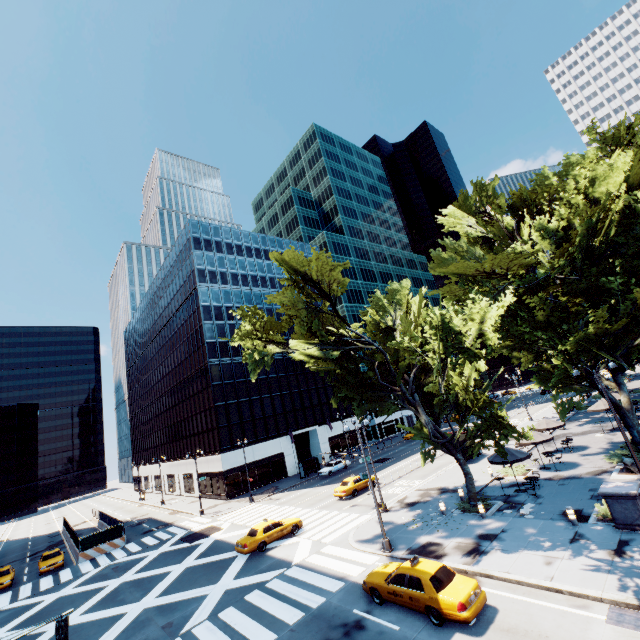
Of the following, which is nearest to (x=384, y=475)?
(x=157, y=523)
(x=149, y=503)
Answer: (x=157, y=523)

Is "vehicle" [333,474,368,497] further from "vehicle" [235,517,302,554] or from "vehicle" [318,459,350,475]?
"vehicle" [318,459,350,475]

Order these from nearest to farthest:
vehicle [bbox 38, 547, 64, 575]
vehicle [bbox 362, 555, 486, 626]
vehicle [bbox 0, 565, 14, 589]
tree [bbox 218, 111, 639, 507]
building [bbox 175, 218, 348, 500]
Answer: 1. vehicle [bbox 362, 555, 486, 626]
2. tree [bbox 218, 111, 639, 507]
3. vehicle [bbox 0, 565, 14, 589]
4. vehicle [bbox 38, 547, 64, 575]
5. building [bbox 175, 218, 348, 500]

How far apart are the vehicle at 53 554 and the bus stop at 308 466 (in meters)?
26.67

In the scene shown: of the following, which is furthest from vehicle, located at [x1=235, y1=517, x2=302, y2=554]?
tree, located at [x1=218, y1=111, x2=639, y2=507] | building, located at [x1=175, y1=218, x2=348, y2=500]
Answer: building, located at [x1=175, y1=218, x2=348, y2=500]

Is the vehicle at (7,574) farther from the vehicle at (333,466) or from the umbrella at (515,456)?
the umbrella at (515,456)

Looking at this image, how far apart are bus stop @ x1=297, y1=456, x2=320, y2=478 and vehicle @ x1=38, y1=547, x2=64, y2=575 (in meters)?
26.67

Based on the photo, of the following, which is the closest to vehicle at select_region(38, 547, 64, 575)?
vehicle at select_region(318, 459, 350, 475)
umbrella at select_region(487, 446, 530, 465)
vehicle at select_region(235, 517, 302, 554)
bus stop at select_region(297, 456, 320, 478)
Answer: vehicle at select_region(235, 517, 302, 554)
